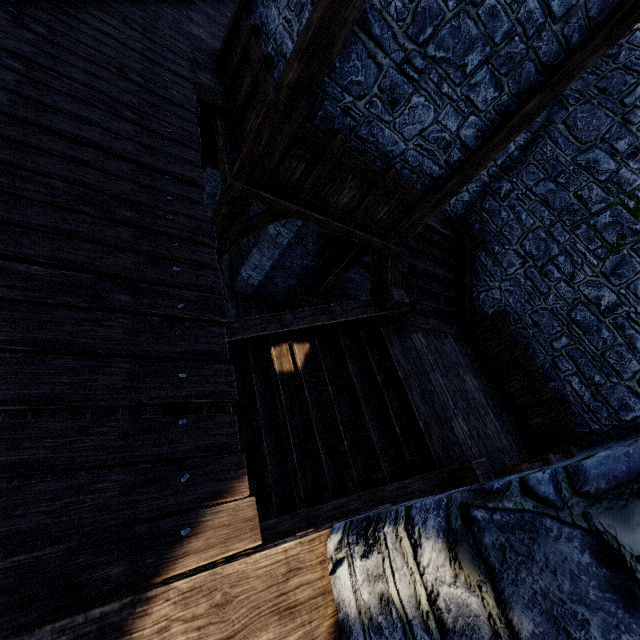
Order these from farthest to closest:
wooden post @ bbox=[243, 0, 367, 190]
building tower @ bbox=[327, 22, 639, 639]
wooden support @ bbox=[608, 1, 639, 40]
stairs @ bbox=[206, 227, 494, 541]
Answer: stairs @ bbox=[206, 227, 494, 541], wooden support @ bbox=[608, 1, 639, 40], wooden post @ bbox=[243, 0, 367, 190], building tower @ bbox=[327, 22, 639, 639]

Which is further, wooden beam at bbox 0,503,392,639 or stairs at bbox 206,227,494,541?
stairs at bbox 206,227,494,541

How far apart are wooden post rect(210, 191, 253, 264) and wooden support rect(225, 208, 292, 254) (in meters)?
0.07

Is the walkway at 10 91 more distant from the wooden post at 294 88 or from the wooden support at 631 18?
the wooden support at 631 18

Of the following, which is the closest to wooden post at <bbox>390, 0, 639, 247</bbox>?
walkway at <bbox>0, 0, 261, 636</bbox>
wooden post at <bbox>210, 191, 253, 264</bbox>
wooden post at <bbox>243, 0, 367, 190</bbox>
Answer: wooden post at <bbox>243, 0, 367, 190</bbox>

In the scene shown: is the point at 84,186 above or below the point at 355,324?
above

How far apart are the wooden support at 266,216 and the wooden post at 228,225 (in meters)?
0.07

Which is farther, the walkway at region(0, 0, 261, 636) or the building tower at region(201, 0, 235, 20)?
the building tower at region(201, 0, 235, 20)
